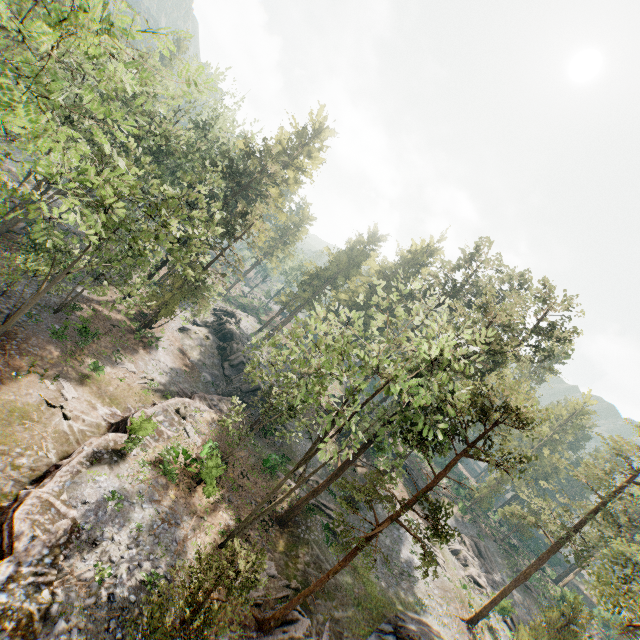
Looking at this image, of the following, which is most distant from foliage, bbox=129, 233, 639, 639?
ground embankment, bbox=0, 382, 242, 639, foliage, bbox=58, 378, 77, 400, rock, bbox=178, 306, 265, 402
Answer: foliage, bbox=58, 378, 77, 400

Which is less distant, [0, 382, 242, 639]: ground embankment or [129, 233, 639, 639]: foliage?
[0, 382, 242, 639]: ground embankment

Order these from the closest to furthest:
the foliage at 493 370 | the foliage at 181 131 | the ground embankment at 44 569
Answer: the foliage at 181 131
the ground embankment at 44 569
the foliage at 493 370

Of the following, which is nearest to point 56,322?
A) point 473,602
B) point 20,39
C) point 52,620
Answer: point 52,620

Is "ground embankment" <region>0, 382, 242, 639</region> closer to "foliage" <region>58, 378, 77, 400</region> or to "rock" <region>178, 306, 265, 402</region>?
"rock" <region>178, 306, 265, 402</region>

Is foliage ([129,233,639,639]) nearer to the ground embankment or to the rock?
the ground embankment

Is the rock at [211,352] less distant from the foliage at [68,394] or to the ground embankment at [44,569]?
the ground embankment at [44,569]
